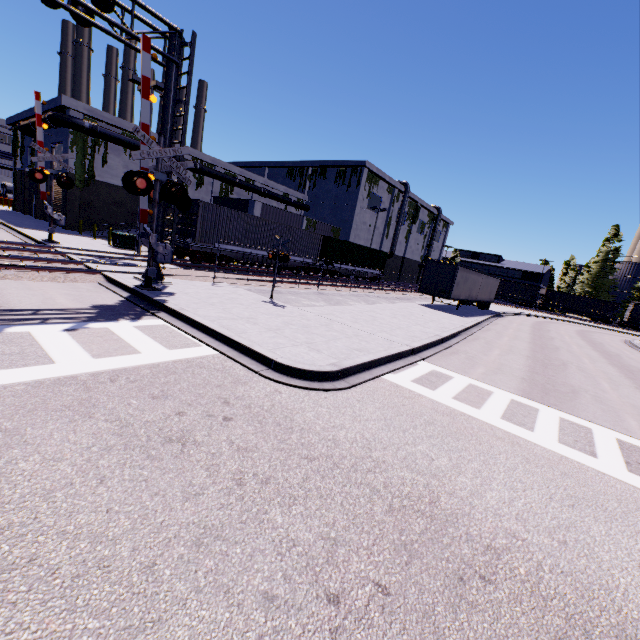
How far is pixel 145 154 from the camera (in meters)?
10.03

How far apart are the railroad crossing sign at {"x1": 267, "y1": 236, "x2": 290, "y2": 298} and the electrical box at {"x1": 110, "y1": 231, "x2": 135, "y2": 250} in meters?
14.0 m

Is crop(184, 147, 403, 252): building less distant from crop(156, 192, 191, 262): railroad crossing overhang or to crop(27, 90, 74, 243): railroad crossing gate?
crop(27, 90, 74, 243): railroad crossing gate

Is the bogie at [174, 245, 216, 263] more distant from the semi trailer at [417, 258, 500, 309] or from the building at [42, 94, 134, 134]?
the semi trailer at [417, 258, 500, 309]

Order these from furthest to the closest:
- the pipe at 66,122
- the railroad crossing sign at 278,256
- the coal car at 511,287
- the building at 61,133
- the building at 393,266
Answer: the coal car at 511,287, the building at 393,266, the building at 61,133, the pipe at 66,122, the railroad crossing sign at 278,256

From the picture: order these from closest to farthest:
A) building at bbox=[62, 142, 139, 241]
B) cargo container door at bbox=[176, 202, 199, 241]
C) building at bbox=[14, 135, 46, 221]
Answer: cargo container door at bbox=[176, 202, 199, 241], building at bbox=[62, 142, 139, 241], building at bbox=[14, 135, 46, 221]

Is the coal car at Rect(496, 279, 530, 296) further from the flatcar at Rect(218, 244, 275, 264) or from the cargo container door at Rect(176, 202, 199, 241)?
the cargo container door at Rect(176, 202, 199, 241)

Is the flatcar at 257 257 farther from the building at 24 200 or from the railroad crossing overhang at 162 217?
the railroad crossing overhang at 162 217
